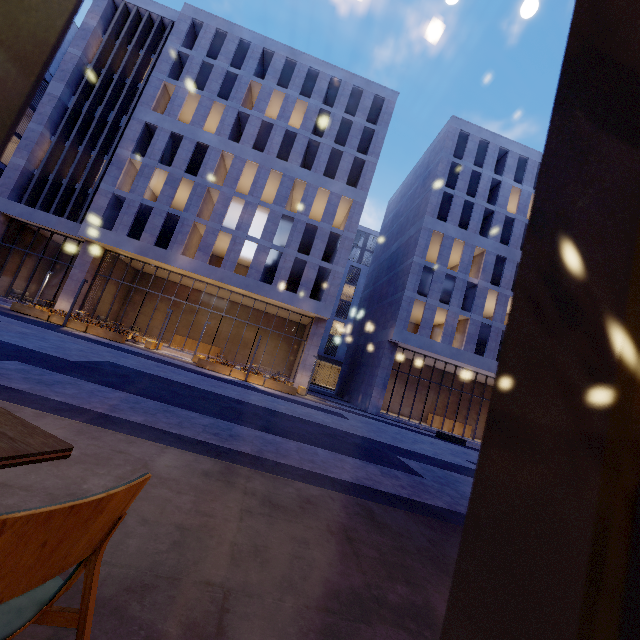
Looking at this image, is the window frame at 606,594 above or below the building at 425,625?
above

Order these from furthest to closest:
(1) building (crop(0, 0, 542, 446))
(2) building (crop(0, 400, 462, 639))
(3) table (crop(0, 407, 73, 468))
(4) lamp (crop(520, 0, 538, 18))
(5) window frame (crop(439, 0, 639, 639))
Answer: (1) building (crop(0, 0, 542, 446)) < (4) lamp (crop(520, 0, 538, 18)) < (2) building (crop(0, 400, 462, 639)) < (3) table (crop(0, 407, 73, 468)) < (5) window frame (crop(439, 0, 639, 639))

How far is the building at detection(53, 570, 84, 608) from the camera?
1.43m

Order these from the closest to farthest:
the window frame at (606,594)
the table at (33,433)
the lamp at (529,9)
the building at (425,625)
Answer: the window frame at (606,594) < the table at (33,433) < the building at (425,625) < the lamp at (529,9)

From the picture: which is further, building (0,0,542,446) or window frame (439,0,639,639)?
building (0,0,542,446)

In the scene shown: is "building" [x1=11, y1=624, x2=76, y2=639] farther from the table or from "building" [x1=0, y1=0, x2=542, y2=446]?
"building" [x1=0, y1=0, x2=542, y2=446]

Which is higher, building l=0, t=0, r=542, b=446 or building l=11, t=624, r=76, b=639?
building l=0, t=0, r=542, b=446

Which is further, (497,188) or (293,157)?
(497,188)
